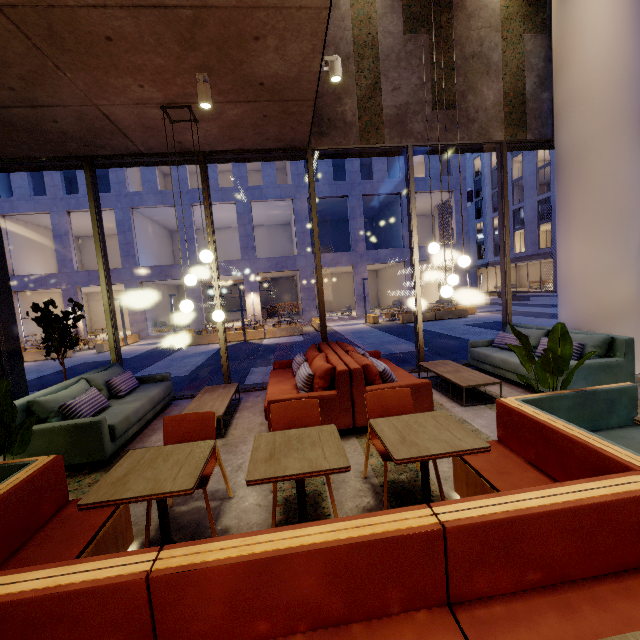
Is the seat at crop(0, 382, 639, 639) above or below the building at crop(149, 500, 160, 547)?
above

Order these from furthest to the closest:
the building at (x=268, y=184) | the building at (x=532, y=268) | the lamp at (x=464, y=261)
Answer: the building at (x=532, y=268) < the building at (x=268, y=184) < the lamp at (x=464, y=261)

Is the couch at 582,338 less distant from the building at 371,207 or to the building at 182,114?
the building at 182,114

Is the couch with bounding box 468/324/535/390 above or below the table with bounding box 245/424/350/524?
below

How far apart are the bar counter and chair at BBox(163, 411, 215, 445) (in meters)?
26.31

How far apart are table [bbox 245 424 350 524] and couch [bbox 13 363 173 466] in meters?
2.4 m

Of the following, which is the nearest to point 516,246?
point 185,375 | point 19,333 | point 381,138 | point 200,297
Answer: point 200,297

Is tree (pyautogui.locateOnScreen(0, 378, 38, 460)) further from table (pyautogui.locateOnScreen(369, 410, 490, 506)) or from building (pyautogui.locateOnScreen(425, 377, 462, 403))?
table (pyautogui.locateOnScreen(369, 410, 490, 506))
